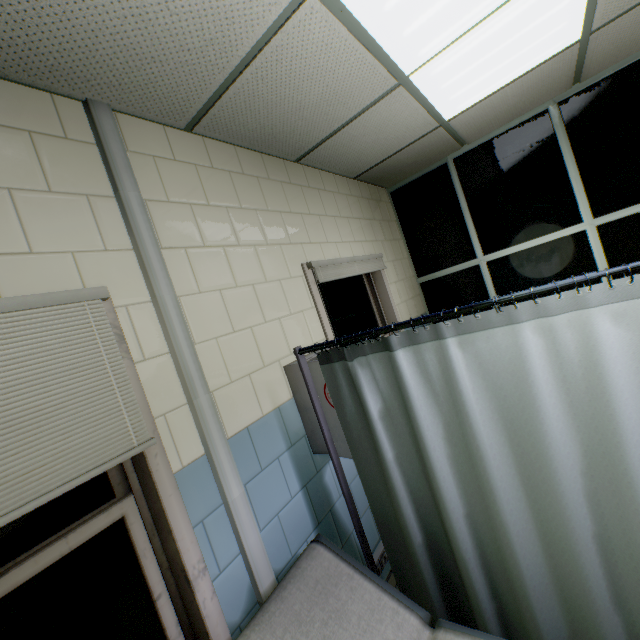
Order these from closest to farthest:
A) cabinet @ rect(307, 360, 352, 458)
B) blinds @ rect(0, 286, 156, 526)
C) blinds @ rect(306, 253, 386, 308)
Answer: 1. blinds @ rect(0, 286, 156, 526)
2. cabinet @ rect(307, 360, 352, 458)
3. blinds @ rect(306, 253, 386, 308)

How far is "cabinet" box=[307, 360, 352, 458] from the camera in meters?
1.8

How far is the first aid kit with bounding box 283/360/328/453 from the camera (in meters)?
1.95

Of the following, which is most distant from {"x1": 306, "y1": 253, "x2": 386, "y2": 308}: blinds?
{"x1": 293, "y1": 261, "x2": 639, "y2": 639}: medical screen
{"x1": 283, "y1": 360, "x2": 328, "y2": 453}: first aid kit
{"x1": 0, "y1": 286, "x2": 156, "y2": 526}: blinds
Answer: {"x1": 0, "y1": 286, "x2": 156, "y2": 526}: blinds

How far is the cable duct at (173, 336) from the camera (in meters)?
1.45

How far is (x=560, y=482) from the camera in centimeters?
115cm

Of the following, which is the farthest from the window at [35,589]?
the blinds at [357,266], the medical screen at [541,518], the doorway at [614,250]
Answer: the doorway at [614,250]

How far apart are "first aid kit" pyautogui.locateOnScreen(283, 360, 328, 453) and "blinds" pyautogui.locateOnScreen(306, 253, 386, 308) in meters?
0.2
